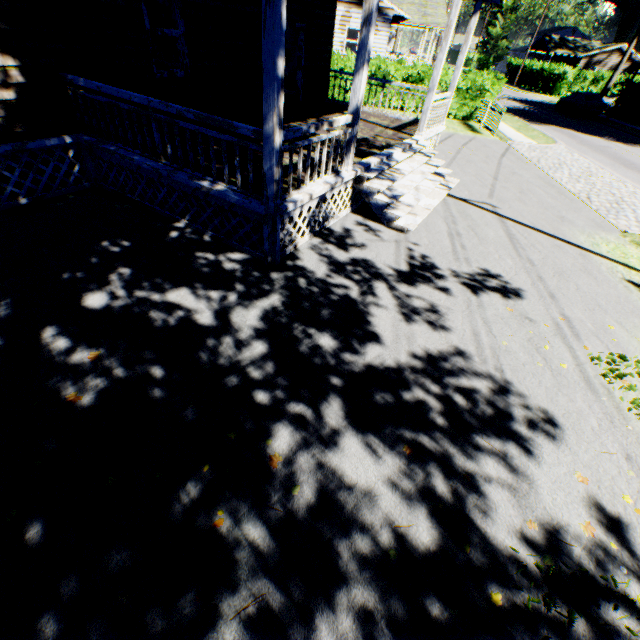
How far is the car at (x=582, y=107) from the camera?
27.1 meters

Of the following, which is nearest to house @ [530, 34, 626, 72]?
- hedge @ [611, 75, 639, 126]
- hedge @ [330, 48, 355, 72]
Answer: hedge @ [611, 75, 639, 126]

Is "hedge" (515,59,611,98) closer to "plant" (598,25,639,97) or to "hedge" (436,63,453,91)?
"plant" (598,25,639,97)

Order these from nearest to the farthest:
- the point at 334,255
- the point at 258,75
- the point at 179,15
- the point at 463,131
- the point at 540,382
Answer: the point at 540,382 < the point at 334,255 < the point at 179,15 < the point at 258,75 < the point at 463,131

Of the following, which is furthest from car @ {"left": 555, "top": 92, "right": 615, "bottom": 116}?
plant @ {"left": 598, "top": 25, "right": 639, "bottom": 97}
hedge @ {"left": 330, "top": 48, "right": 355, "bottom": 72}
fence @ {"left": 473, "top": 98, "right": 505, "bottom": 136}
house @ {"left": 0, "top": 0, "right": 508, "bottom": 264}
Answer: plant @ {"left": 598, "top": 25, "right": 639, "bottom": 97}

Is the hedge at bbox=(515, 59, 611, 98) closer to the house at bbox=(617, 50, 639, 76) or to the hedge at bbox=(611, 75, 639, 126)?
the house at bbox=(617, 50, 639, 76)

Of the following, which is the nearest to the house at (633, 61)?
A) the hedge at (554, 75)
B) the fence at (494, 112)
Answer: → the hedge at (554, 75)

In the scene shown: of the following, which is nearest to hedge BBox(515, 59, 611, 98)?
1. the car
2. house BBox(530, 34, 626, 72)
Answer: house BBox(530, 34, 626, 72)
